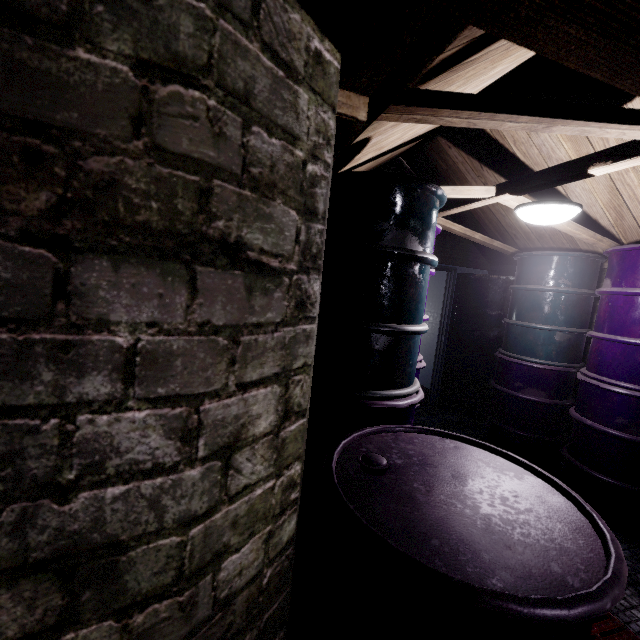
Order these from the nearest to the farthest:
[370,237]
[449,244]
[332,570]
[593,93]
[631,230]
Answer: [332,570], [370,237], [593,93], [631,230], [449,244]

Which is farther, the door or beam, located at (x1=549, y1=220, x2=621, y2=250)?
the door

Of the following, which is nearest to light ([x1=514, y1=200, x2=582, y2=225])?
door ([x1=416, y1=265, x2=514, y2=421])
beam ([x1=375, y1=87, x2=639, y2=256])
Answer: beam ([x1=375, y1=87, x2=639, y2=256])

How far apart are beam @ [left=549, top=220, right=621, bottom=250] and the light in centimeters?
13cm

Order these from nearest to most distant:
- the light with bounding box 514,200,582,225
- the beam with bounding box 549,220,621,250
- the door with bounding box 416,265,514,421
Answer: the light with bounding box 514,200,582,225, the beam with bounding box 549,220,621,250, the door with bounding box 416,265,514,421

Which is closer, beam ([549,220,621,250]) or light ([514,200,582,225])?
light ([514,200,582,225])

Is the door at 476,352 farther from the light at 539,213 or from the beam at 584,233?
the light at 539,213

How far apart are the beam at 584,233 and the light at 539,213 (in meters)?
0.13
